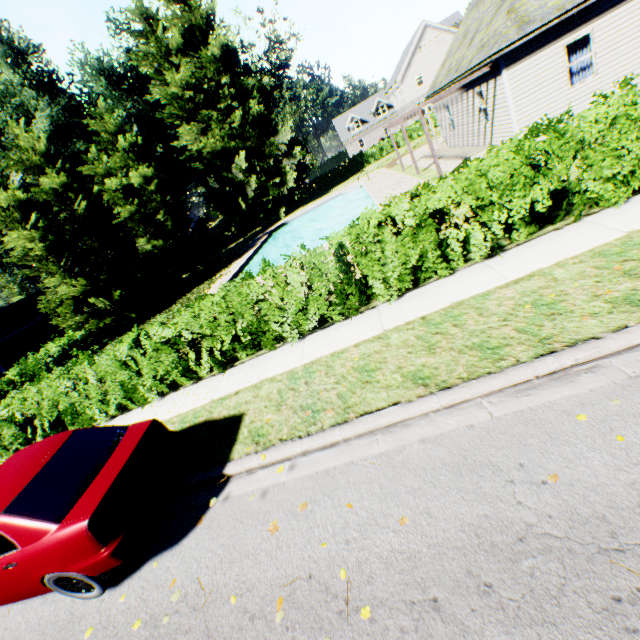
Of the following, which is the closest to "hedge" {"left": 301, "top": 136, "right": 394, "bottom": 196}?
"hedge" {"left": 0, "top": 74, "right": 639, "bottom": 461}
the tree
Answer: the tree

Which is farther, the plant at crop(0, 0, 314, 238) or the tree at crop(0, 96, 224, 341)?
the plant at crop(0, 0, 314, 238)

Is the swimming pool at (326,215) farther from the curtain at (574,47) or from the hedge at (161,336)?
the curtain at (574,47)

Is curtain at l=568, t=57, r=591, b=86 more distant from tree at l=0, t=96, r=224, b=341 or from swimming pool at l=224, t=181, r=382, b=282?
tree at l=0, t=96, r=224, b=341

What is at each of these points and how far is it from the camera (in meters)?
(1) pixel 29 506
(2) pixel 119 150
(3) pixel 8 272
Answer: (1) car, 3.84
(2) tree, 28.69
(3) plant, 41.25

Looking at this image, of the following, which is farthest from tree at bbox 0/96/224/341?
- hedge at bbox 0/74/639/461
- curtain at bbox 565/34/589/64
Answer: curtain at bbox 565/34/589/64

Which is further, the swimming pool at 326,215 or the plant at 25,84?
the plant at 25,84

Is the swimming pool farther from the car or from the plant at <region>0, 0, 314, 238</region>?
the car
